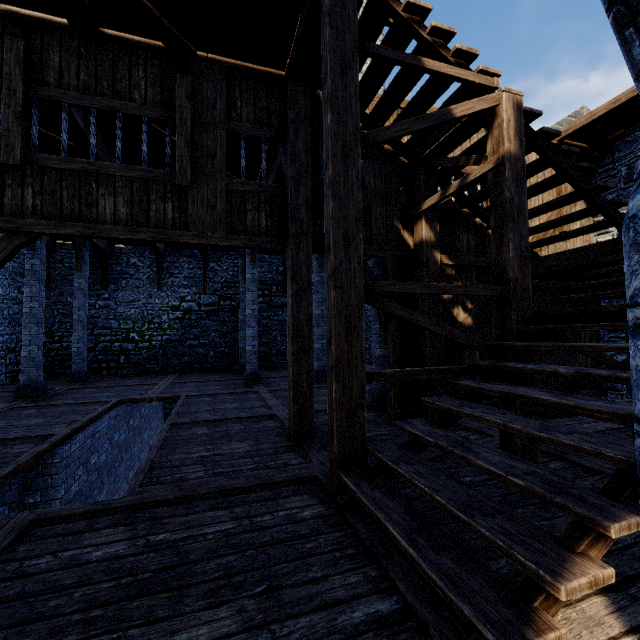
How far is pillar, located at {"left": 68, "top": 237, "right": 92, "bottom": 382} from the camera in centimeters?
1198cm

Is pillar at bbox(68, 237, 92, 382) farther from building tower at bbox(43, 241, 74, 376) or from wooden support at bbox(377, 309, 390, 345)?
wooden support at bbox(377, 309, 390, 345)

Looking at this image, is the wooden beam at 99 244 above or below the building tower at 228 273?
above

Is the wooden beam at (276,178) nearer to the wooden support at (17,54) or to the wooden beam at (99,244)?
the wooden support at (17,54)

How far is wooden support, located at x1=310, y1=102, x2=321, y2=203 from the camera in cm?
527

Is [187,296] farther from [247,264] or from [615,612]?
[615,612]

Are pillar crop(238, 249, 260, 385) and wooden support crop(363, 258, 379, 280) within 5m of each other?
no

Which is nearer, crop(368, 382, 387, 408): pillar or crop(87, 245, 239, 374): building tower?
crop(368, 382, 387, 408): pillar
